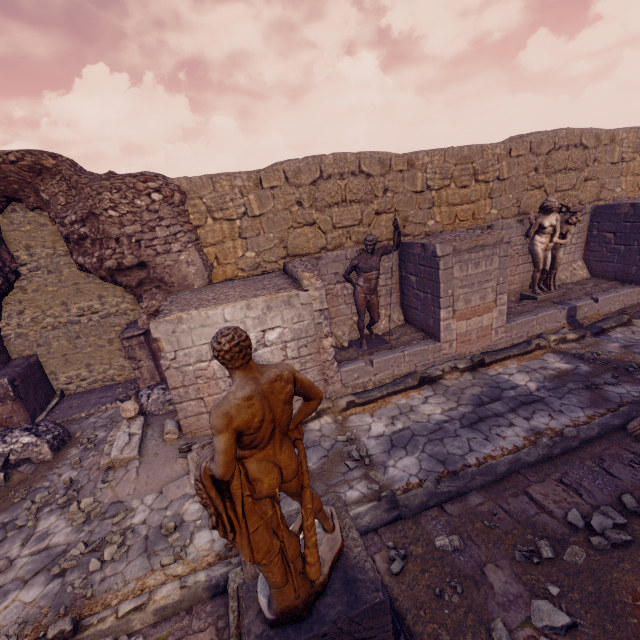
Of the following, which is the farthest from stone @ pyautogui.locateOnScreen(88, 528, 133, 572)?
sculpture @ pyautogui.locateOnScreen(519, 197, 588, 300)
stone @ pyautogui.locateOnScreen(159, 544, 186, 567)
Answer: sculpture @ pyautogui.locateOnScreen(519, 197, 588, 300)

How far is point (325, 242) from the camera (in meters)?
8.92

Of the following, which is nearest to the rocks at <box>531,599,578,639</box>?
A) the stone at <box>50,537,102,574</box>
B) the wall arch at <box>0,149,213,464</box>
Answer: the stone at <box>50,537,102,574</box>

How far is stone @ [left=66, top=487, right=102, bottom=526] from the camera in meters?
5.0

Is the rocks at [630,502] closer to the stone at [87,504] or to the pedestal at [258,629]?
the pedestal at [258,629]

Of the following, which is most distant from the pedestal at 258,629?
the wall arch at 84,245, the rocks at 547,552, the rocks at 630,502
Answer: the wall arch at 84,245

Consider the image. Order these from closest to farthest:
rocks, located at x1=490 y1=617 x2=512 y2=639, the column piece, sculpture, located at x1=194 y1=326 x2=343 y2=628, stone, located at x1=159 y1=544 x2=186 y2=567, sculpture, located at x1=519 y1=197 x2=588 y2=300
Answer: sculpture, located at x1=194 y1=326 x2=343 y2=628 → rocks, located at x1=490 y1=617 x2=512 y2=639 → stone, located at x1=159 y1=544 x2=186 y2=567 → the column piece → sculpture, located at x1=519 y1=197 x2=588 y2=300

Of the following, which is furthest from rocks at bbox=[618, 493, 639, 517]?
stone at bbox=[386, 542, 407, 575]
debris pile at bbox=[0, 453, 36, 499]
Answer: debris pile at bbox=[0, 453, 36, 499]
